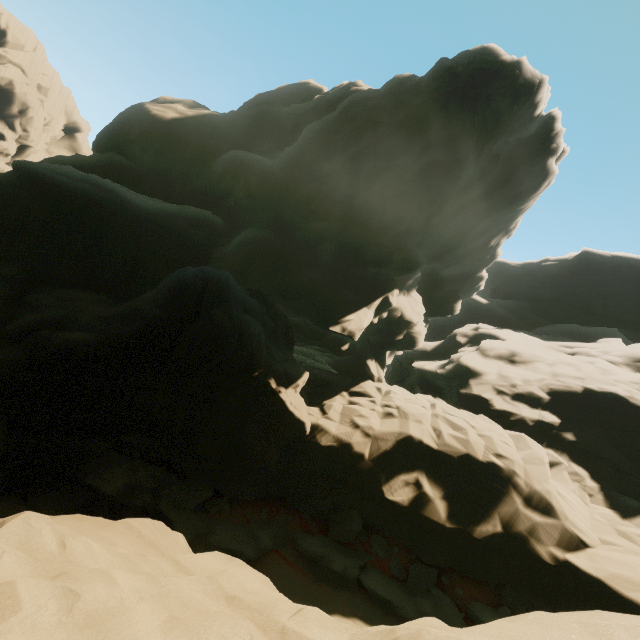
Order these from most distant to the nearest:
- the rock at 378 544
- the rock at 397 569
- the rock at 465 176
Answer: the rock at 378 544 < the rock at 397 569 < the rock at 465 176

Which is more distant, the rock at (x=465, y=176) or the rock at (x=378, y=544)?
the rock at (x=378, y=544)

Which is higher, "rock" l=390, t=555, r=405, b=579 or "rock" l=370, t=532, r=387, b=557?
"rock" l=370, t=532, r=387, b=557

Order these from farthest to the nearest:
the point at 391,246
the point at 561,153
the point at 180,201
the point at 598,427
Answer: the point at 180,201, the point at 561,153, the point at 391,246, the point at 598,427

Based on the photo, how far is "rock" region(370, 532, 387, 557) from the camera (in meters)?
13.65

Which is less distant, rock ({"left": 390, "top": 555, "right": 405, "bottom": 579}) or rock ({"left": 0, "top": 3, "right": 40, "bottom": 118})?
rock ({"left": 390, "top": 555, "right": 405, "bottom": 579})
